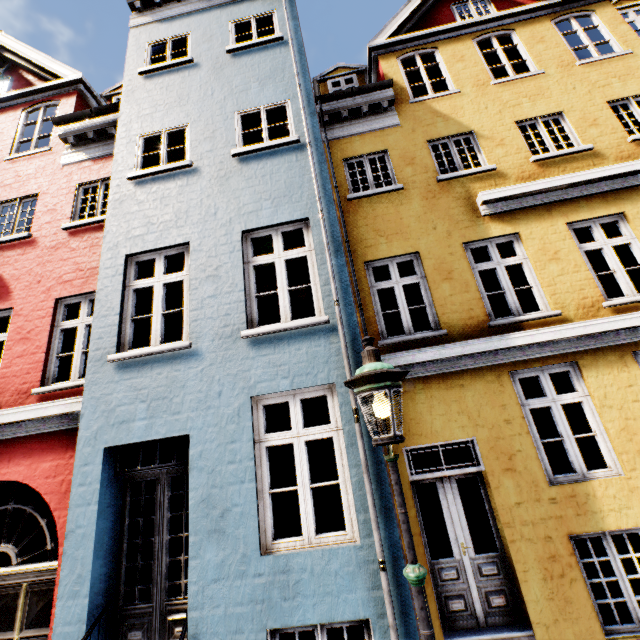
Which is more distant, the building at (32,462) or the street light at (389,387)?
the building at (32,462)

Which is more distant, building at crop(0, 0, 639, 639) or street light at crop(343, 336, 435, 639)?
building at crop(0, 0, 639, 639)

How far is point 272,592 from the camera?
3.45m
